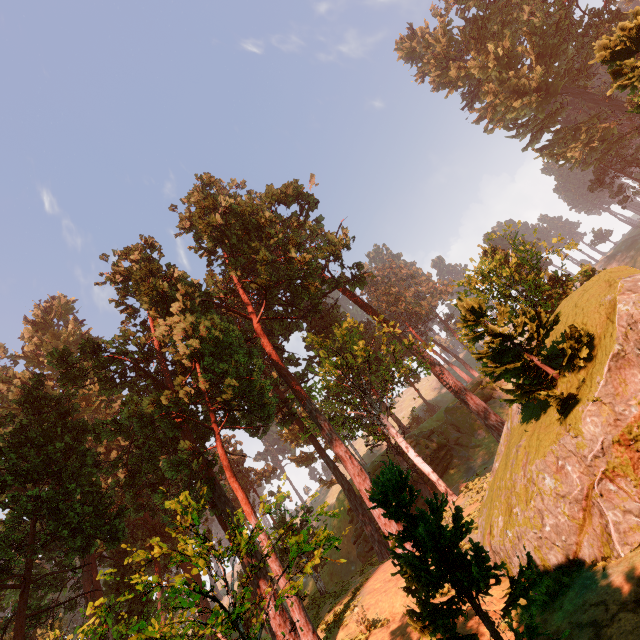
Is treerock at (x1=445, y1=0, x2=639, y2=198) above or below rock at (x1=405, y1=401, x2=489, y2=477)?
above

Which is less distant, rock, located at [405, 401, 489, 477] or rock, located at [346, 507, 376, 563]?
rock, located at [346, 507, 376, 563]

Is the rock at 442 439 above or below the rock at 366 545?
above

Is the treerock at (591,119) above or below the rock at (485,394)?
above

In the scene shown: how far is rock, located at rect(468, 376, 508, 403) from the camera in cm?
4184

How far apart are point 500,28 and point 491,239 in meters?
59.5 m
